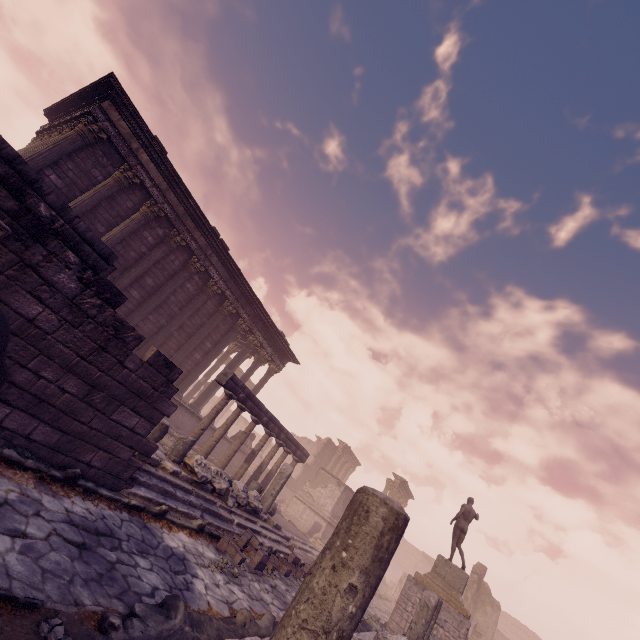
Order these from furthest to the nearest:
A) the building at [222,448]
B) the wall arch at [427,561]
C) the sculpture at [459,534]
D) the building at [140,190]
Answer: the wall arch at [427,561] → the building at [222,448] → the sculpture at [459,534] → the building at [140,190]

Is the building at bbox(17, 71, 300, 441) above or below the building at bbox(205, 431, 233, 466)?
above

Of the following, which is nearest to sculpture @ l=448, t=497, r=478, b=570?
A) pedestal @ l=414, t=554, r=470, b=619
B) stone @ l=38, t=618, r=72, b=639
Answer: pedestal @ l=414, t=554, r=470, b=619

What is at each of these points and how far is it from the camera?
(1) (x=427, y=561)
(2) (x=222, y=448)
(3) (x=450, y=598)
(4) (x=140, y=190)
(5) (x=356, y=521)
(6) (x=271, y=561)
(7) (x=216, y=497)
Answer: (1) wall arch, 40.1 meters
(2) building, 18.3 meters
(3) pedestal, 11.9 meters
(4) building, 12.2 meters
(5) building debris, 2.4 meters
(6) stone blocks, 8.4 meters
(7) building debris, 8.6 meters

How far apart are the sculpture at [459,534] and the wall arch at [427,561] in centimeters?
3181cm

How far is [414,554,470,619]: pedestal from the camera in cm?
1177

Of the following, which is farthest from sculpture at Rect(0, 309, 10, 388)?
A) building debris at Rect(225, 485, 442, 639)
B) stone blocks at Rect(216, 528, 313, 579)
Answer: stone blocks at Rect(216, 528, 313, 579)

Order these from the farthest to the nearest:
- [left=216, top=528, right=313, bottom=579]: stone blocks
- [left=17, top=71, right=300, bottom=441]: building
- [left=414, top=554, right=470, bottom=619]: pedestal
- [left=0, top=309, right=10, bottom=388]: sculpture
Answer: [left=414, top=554, right=470, bottom=619]: pedestal, [left=17, top=71, right=300, bottom=441]: building, [left=216, top=528, right=313, bottom=579]: stone blocks, [left=0, top=309, right=10, bottom=388]: sculpture
